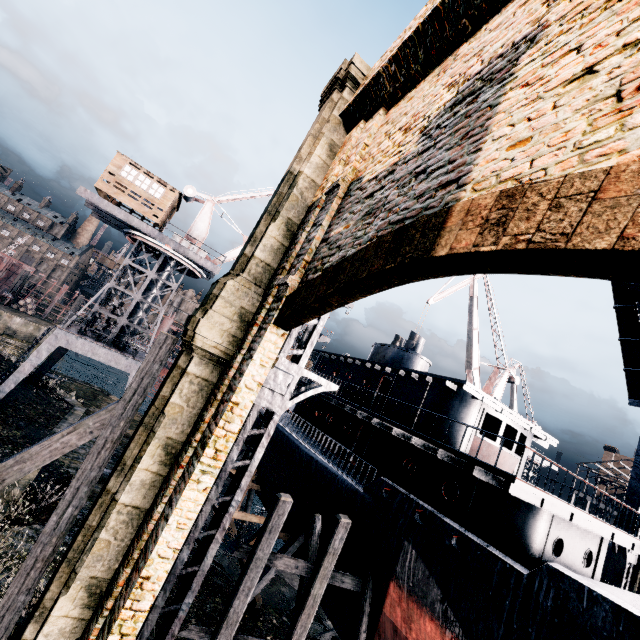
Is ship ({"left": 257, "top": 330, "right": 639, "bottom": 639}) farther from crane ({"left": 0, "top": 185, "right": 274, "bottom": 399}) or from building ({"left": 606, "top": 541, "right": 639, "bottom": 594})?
building ({"left": 606, "top": 541, "right": 639, "bottom": 594})

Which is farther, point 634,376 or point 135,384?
point 634,376

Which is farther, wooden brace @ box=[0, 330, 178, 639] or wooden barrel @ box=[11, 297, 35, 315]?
wooden barrel @ box=[11, 297, 35, 315]

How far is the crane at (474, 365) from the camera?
32.03m

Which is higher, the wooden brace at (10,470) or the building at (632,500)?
the building at (632,500)

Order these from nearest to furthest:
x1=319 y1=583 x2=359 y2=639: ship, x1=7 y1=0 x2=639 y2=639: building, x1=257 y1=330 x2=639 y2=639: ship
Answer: x1=7 y1=0 x2=639 y2=639: building, x1=257 y1=330 x2=639 y2=639: ship, x1=319 y1=583 x2=359 y2=639: ship

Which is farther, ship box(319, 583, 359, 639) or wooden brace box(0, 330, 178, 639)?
ship box(319, 583, 359, 639)

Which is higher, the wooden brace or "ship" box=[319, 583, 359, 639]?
the wooden brace
